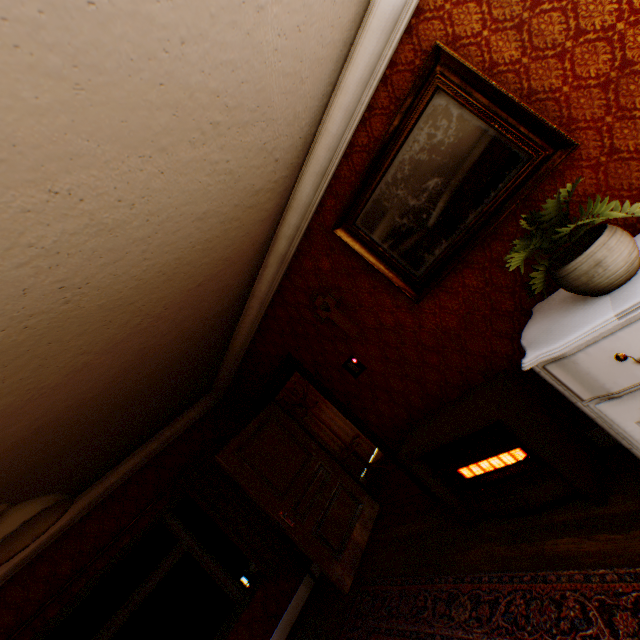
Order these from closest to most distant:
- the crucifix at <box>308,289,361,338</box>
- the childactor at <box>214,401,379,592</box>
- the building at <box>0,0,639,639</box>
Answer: the building at <box>0,0,639,639</box> → the crucifix at <box>308,289,361,338</box> → the childactor at <box>214,401,379,592</box>

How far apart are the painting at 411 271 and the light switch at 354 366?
1.0m

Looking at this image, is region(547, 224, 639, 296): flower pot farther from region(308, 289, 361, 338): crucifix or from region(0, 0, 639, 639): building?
region(308, 289, 361, 338): crucifix

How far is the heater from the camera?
2.22m

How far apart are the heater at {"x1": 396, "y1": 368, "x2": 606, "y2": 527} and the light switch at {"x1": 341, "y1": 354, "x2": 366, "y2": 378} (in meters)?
0.75

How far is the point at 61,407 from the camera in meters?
2.4 m

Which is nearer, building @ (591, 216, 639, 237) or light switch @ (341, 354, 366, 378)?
building @ (591, 216, 639, 237)

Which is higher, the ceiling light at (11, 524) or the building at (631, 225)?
the ceiling light at (11, 524)
